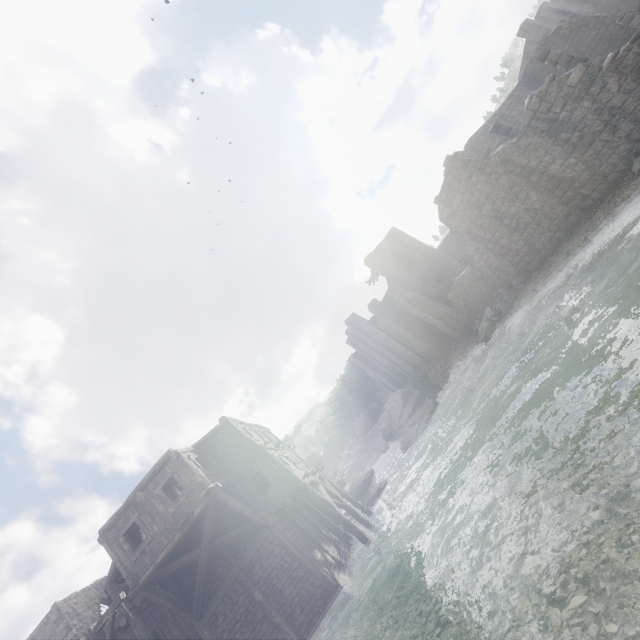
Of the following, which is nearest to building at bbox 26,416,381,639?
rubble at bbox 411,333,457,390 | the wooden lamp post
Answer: rubble at bbox 411,333,457,390

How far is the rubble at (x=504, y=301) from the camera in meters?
20.0 m

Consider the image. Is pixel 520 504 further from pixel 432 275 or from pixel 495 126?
pixel 432 275

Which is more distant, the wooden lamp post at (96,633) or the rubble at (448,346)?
the rubble at (448,346)

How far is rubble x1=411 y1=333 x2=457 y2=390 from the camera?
32.1 meters

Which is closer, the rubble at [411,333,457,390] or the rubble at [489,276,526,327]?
the rubble at [489,276,526,327]

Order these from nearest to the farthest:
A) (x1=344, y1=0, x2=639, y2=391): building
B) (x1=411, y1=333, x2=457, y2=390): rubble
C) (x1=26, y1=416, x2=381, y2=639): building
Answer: (x1=344, y1=0, x2=639, y2=391): building → (x1=26, y1=416, x2=381, y2=639): building → (x1=411, y1=333, x2=457, y2=390): rubble
